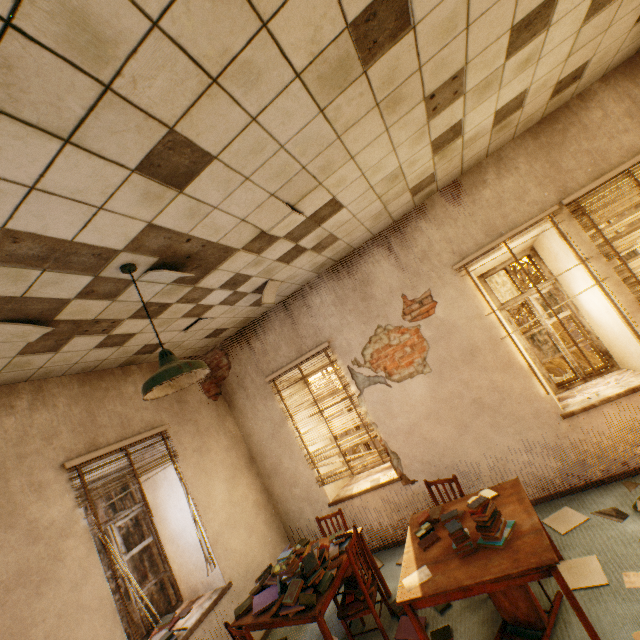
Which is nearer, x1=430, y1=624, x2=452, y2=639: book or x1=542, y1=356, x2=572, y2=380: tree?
x1=430, y1=624, x2=452, y2=639: book

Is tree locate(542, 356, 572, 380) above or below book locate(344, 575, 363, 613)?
below

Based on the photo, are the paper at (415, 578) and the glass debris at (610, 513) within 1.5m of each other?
no

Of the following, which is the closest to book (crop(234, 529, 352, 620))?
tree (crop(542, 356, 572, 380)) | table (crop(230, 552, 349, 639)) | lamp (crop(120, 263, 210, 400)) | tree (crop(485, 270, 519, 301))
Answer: table (crop(230, 552, 349, 639))

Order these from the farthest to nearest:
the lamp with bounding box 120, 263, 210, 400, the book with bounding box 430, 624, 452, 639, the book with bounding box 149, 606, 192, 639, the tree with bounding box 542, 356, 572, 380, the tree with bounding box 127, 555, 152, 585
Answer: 1. the tree with bounding box 542, 356, 572, 380
2. the tree with bounding box 127, 555, 152, 585
3. the book with bounding box 149, 606, 192, 639
4. the book with bounding box 430, 624, 452, 639
5. the lamp with bounding box 120, 263, 210, 400

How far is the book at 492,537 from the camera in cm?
249

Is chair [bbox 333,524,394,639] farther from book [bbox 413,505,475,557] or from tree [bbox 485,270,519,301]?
tree [bbox 485,270,519,301]

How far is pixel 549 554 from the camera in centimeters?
216cm
